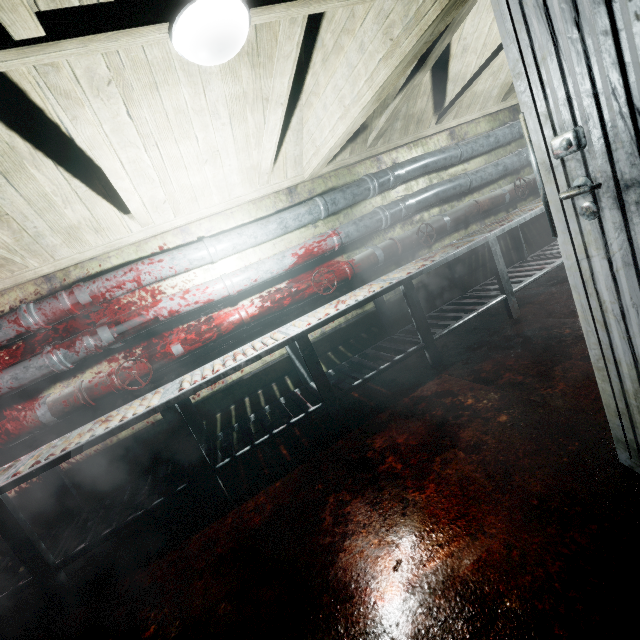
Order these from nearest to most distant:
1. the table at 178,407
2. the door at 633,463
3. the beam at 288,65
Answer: the door at 633,463
the beam at 288,65
the table at 178,407

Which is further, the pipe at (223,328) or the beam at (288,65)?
the pipe at (223,328)

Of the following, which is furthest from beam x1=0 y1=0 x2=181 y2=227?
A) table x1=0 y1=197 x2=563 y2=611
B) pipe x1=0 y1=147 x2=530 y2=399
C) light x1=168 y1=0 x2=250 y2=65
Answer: table x1=0 y1=197 x2=563 y2=611

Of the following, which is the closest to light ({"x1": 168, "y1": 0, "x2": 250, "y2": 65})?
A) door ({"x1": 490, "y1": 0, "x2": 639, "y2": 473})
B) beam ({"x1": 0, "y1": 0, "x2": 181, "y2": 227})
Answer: beam ({"x1": 0, "y1": 0, "x2": 181, "y2": 227})

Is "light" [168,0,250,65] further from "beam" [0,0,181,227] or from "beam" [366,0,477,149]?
"beam" [366,0,477,149]

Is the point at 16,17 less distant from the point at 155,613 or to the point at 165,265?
the point at 165,265

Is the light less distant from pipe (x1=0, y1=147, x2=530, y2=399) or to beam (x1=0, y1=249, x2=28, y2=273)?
beam (x1=0, y1=249, x2=28, y2=273)

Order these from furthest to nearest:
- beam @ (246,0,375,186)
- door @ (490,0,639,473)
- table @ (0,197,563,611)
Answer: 1. table @ (0,197,563,611)
2. beam @ (246,0,375,186)
3. door @ (490,0,639,473)
